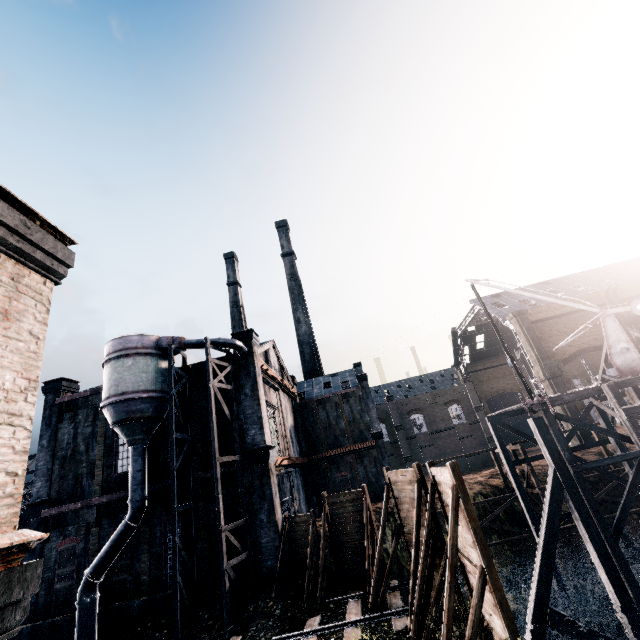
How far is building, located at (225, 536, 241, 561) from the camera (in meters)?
19.50

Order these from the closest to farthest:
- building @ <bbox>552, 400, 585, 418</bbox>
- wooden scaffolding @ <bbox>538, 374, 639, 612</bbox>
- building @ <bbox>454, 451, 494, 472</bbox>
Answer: wooden scaffolding @ <bbox>538, 374, 639, 612</bbox>, building @ <bbox>552, 400, 585, 418</bbox>, building @ <bbox>454, 451, 494, 472</bbox>

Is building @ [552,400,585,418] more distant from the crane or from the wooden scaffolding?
the crane

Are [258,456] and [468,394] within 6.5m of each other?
no

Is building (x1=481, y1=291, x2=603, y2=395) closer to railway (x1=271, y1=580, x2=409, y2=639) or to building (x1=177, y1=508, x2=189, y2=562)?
railway (x1=271, y1=580, x2=409, y2=639)

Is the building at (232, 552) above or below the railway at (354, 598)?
above

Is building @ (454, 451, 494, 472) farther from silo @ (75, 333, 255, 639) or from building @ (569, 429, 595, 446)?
silo @ (75, 333, 255, 639)

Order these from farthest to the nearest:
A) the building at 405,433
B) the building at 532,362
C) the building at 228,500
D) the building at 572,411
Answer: the building at 532,362, the building at 572,411, the building at 405,433, the building at 228,500
